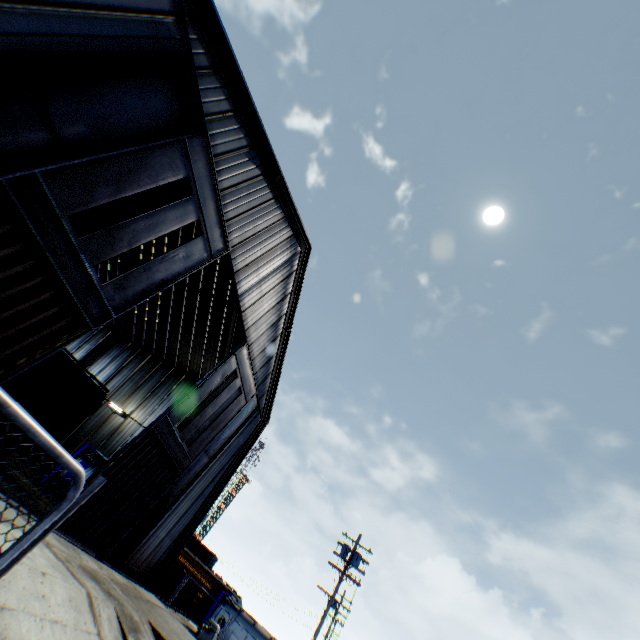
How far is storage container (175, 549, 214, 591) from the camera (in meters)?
23.20

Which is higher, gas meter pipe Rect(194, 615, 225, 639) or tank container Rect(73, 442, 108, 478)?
tank container Rect(73, 442, 108, 478)

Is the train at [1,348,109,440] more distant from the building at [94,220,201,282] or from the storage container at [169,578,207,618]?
the storage container at [169,578,207,618]

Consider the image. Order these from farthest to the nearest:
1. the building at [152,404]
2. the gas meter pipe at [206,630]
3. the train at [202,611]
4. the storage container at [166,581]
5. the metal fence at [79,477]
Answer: the train at [202,611] < the storage container at [166,581] < the gas meter pipe at [206,630] < the building at [152,404] < the metal fence at [79,477]

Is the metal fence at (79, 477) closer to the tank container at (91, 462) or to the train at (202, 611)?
the tank container at (91, 462)

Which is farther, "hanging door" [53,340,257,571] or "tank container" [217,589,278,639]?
"tank container" [217,589,278,639]

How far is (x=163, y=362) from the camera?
27.9m

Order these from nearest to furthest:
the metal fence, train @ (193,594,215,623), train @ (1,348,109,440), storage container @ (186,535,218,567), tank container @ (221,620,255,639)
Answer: the metal fence, train @ (1,348,109,440), tank container @ (221,620,255,639), train @ (193,594,215,623), storage container @ (186,535,218,567)
